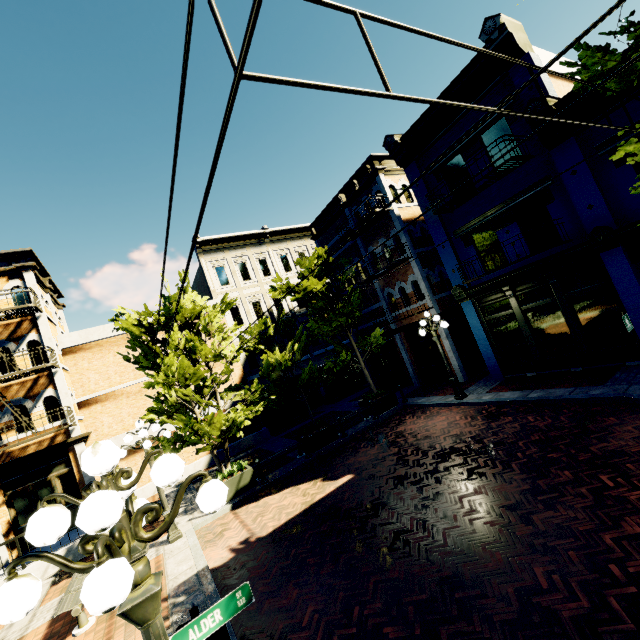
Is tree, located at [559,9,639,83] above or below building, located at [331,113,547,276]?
below

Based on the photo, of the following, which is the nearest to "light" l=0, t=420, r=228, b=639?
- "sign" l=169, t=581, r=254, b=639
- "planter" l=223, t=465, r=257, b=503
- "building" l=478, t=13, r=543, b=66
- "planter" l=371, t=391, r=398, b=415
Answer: "sign" l=169, t=581, r=254, b=639

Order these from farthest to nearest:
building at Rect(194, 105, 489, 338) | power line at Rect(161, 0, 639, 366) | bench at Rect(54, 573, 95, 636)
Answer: building at Rect(194, 105, 489, 338) < bench at Rect(54, 573, 95, 636) < power line at Rect(161, 0, 639, 366)

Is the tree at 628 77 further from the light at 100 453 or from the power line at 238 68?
the light at 100 453

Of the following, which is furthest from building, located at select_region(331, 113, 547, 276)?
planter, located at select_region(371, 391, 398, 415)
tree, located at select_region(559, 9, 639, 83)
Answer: planter, located at select_region(371, 391, 398, 415)

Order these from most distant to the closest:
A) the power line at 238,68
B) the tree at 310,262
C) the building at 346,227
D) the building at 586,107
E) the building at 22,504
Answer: the tree at 310,262, the building at 346,227, the building at 22,504, the building at 586,107, the power line at 238,68

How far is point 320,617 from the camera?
5.0m

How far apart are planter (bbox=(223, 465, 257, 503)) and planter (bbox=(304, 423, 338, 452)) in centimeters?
234cm
